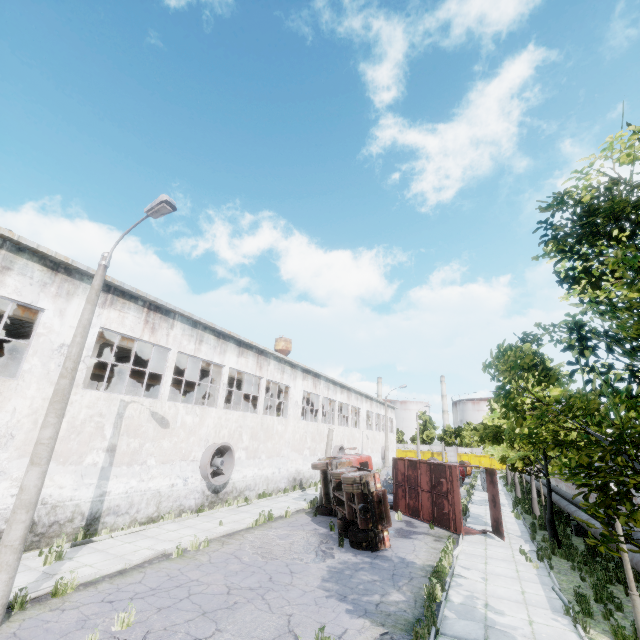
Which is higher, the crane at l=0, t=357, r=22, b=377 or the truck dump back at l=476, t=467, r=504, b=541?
the crane at l=0, t=357, r=22, b=377

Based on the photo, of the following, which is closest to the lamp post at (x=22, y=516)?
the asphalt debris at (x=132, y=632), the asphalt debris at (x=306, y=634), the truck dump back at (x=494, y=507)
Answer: the asphalt debris at (x=132, y=632)

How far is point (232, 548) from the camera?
12.09m

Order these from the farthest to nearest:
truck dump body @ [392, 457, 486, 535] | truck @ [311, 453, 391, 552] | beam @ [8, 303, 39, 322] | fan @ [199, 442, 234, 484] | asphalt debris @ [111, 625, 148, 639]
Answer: fan @ [199, 442, 234, 484]
truck dump body @ [392, 457, 486, 535]
beam @ [8, 303, 39, 322]
truck @ [311, 453, 391, 552]
asphalt debris @ [111, 625, 148, 639]

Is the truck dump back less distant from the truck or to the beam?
the truck

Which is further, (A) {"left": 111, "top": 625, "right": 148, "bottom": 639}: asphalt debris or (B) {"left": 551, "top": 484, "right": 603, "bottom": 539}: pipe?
(B) {"left": 551, "top": 484, "right": 603, "bottom": 539}: pipe

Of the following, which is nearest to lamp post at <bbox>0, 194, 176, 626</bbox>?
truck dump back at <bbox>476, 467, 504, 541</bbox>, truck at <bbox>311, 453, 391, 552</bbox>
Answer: truck at <bbox>311, 453, 391, 552</bbox>

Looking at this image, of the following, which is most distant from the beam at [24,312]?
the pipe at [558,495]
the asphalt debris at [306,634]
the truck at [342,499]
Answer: the pipe at [558,495]
